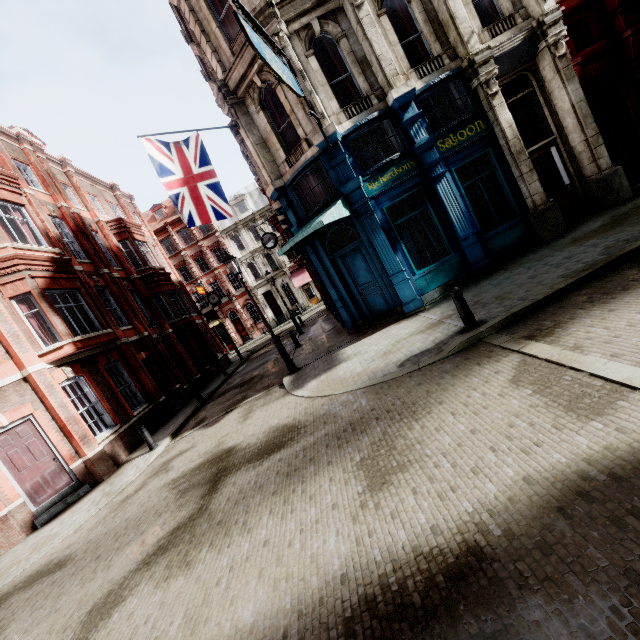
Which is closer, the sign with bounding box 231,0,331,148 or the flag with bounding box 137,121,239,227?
the sign with bounding box 231,0,331,148

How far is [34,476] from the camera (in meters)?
10.23

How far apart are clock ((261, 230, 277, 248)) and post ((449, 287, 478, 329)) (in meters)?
14.13

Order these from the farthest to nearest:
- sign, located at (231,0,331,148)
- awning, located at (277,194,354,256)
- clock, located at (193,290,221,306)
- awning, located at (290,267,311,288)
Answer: awning, located at (290,267,311,288)
clock, located at (193,290,221,306)
awning, located at (277,194,354,256)
sign, located at (231,0,331,148)

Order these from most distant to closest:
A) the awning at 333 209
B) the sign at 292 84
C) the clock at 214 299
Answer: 1. the clock at 214 299
2. the awning at 333 209
3. the sign at 292 84

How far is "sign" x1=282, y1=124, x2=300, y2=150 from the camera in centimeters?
1088cm

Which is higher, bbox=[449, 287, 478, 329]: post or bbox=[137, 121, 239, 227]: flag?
bbox=[137, 121, 239, 227]: flag

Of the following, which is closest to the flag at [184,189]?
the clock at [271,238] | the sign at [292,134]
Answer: the sign at [292,134]
